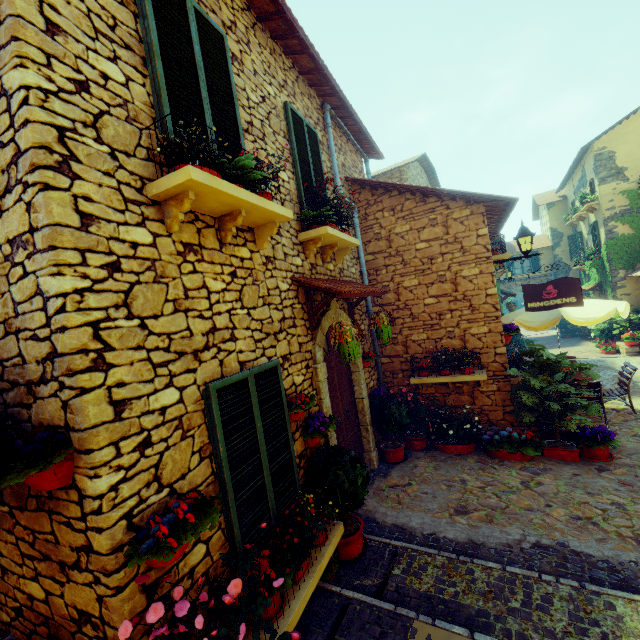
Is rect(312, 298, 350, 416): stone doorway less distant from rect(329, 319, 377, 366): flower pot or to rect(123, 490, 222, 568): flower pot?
rect(329, 319, 377, 366): flower pot

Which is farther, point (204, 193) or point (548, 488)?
point (548, 488)

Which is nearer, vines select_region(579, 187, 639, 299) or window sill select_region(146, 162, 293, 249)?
window sill select_region(146, 162, 293, 249)

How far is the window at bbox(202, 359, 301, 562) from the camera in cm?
276

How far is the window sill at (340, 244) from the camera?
4.68m

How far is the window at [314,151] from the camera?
4.9m

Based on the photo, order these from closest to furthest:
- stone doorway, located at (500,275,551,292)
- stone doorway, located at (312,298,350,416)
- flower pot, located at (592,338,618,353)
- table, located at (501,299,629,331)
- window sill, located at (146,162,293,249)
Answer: window sill, located at (146,162,293,249) → stone doorway, located at (312,298,350,416) → table, located at (501,299,629,331) → flower pot, located at (592,338,618,353) → stone doorway, located at (500,275,551,292)

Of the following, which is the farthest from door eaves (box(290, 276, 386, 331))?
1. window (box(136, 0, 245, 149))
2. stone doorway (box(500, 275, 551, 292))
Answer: stone doorway (box(500, 275, 551, 292))
